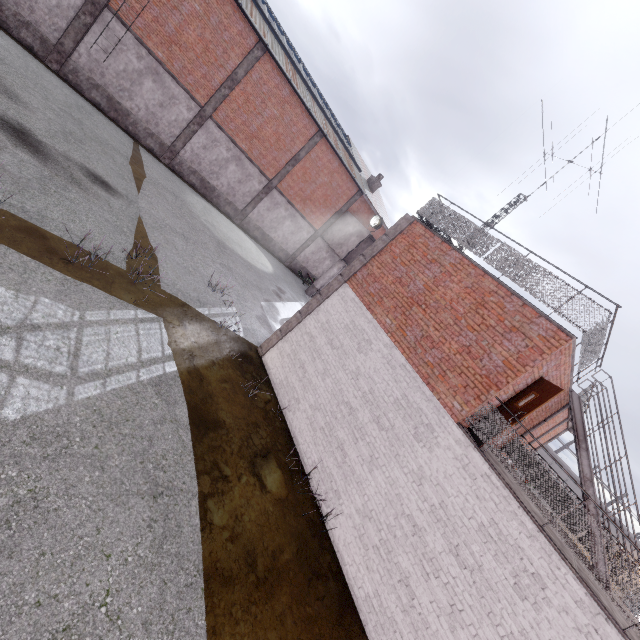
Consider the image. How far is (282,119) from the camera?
21.0m

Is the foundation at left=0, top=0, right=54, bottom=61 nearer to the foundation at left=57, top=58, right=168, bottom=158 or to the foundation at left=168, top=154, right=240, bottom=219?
the foundation at left=57, top=58, right=168, bottom=158

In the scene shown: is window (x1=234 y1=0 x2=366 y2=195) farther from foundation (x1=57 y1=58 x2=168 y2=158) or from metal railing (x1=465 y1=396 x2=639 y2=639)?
metal railing (x1=465 y1=396 x2=639 y2=639)

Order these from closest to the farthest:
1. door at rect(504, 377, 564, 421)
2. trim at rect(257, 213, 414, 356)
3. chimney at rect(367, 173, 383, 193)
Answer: door at rect(504, 377, 564, 421), trim at rect(257, 213, 414, 356), chimney at rect(367, 173, 383, 193)

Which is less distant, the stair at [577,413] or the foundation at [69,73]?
the stair at [577,413]

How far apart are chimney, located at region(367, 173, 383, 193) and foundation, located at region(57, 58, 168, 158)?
16.80m

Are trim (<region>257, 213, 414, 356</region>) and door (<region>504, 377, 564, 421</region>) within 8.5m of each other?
yes

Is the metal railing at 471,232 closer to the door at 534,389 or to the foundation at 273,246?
the door at 534,389
